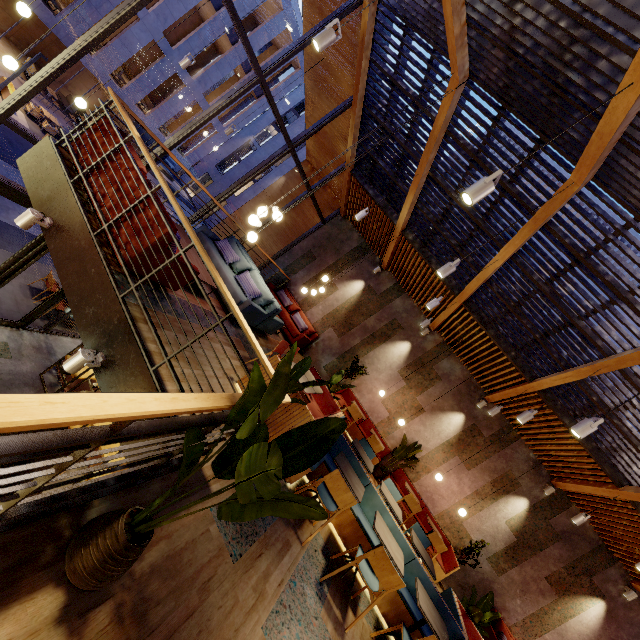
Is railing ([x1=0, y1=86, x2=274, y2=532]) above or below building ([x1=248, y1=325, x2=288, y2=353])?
above

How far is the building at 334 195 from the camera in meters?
11.7 m

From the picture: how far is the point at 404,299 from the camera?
10.9 meters

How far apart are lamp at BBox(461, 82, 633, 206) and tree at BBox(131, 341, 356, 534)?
2.34m

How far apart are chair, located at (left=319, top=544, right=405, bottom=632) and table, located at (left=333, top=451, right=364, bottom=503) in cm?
50

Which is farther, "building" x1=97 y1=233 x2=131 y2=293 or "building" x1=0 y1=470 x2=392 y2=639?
"building" x1=97 y1=233 x2=131 y2=293

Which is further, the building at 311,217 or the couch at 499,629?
the building at 311,217

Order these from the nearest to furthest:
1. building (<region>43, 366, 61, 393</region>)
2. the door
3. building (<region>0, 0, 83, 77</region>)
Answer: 1. the door
2. building (<region>43, 366, 61, 393</region>)
3. building (<region>0, 0, 83, 77</region>)
